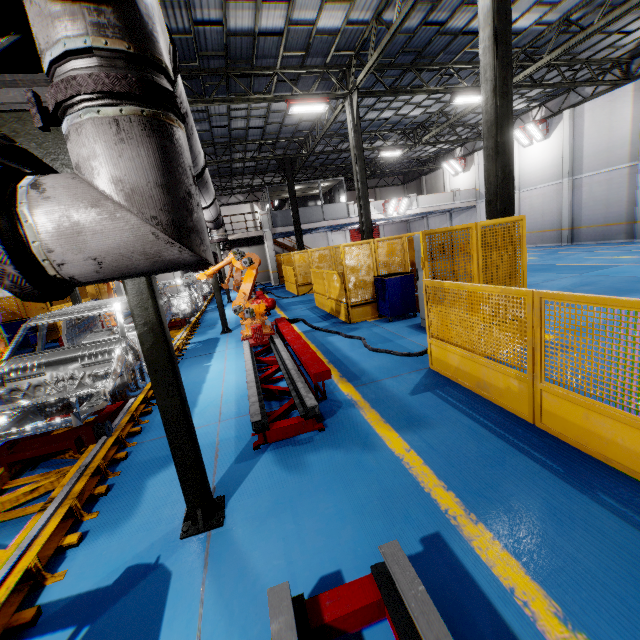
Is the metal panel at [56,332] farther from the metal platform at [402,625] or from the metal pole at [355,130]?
the metal platform at [402,625]

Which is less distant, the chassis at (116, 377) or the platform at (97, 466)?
the platform at (97, 466)

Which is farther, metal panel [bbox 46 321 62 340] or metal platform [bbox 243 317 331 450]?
metal panel [bbox 46 321 62 340]

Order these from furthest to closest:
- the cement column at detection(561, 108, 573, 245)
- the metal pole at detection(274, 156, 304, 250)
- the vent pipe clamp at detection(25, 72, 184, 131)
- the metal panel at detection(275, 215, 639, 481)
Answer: the metal pole at detection(274, 156, 304, 250) < the cement column at detection(561, 108, 573, 245) < the metal panel at detection(275, 215, 639, 481) < the vent pipe clamp at detection(25, 72, 184, 131)

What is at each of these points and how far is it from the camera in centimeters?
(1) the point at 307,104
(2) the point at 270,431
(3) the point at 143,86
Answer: (1) light, 1248cm
(2) metal platform, 383cm
(3) vent pipe clamp, 129cm

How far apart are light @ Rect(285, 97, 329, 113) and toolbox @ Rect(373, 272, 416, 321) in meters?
8.1

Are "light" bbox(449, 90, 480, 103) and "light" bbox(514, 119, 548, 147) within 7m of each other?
no

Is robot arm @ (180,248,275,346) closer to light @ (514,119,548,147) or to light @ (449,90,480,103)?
light @ (449,90,480,103)
